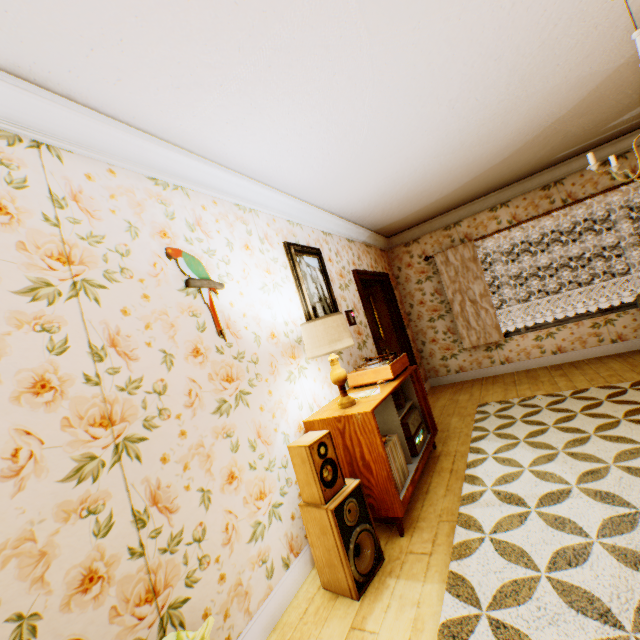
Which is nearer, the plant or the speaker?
the plant

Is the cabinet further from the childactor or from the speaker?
the childactor

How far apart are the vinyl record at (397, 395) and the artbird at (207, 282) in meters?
2.0

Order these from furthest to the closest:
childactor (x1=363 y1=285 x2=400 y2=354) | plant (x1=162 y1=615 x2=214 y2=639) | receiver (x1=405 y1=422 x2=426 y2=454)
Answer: childactor (x1=363 y1=285 x2=400 y2=354)
receiver (x1=405 y1=422 x2=426 y2=454)
plant (x1=162 y1=615 x2=214 y2=639)

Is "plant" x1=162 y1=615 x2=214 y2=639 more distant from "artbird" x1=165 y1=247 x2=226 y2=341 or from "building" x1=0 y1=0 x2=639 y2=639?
"artbird" x1=165 y1=247 x2=226 y2=341

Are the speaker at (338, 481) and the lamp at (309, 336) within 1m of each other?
yes

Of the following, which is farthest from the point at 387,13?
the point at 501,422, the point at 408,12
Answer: the point at 501,422

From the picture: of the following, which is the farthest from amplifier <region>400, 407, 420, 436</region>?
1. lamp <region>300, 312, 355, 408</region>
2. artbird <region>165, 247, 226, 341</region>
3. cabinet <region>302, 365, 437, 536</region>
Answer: artbird <region>165, 247, 226, 341</region>
